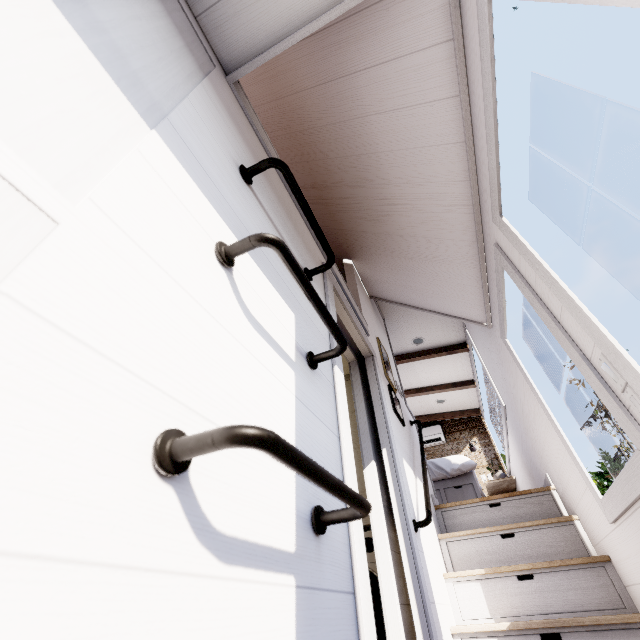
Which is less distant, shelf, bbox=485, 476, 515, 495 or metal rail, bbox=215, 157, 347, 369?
metal rail, bbox=215, 157, 347, 369

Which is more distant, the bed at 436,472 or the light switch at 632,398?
the bed at 436,472

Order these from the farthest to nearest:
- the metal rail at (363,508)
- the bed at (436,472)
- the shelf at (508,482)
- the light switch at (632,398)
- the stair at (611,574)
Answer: the shelf at (508,482), the bed at (436,472), the stair at (611,574), the light switch at (632,398), the metal rail at (363,508)

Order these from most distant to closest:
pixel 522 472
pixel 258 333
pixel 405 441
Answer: pixel 522 472 < pixel 405 441 < pixel 258 333

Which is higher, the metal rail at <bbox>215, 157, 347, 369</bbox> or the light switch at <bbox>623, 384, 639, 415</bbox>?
the metal rail at <bbox>215, 157, 347, 369</bbox>

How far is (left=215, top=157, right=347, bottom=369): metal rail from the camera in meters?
0.8

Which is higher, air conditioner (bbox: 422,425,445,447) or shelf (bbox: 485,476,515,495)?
air conditioner (bbox: 422,425,445,447)

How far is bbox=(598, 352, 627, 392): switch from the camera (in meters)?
1.14
